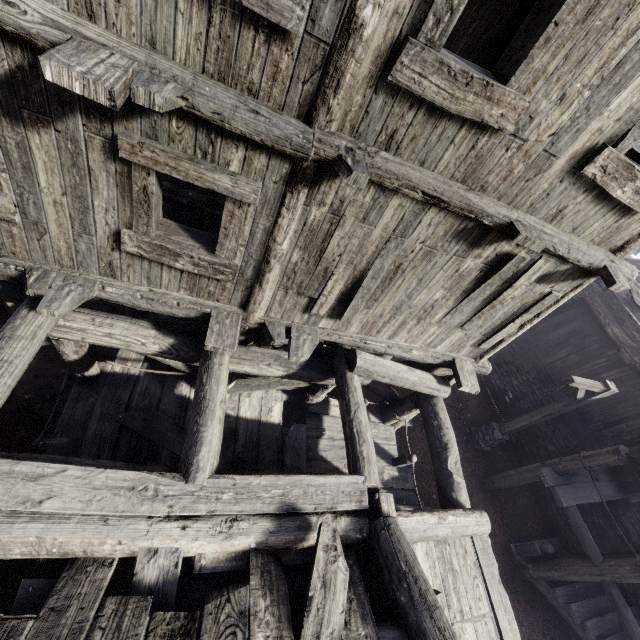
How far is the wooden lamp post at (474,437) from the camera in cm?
826

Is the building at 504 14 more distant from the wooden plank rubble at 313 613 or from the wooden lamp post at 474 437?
the wooden lamp post at 474 437

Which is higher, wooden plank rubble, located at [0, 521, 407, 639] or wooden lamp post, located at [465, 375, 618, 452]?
wooden plank rubble, located at [0, 521, 407, 639]

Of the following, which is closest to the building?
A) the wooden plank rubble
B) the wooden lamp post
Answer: → the wooden plank rubble

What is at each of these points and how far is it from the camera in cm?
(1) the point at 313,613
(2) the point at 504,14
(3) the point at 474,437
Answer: (1) wooden plank rubble, 282
(2) building, 448
(3) wooden lamp post, 1147

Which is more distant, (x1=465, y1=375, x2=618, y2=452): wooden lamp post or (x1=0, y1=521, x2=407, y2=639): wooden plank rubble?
(x1=465, y1=375, x2=618, y2=452): wooden lamp post

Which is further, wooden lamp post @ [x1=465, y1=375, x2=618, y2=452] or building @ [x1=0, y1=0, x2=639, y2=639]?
wooden lamp post @ [x1=465, y1=375, x2=618, y2=452]
